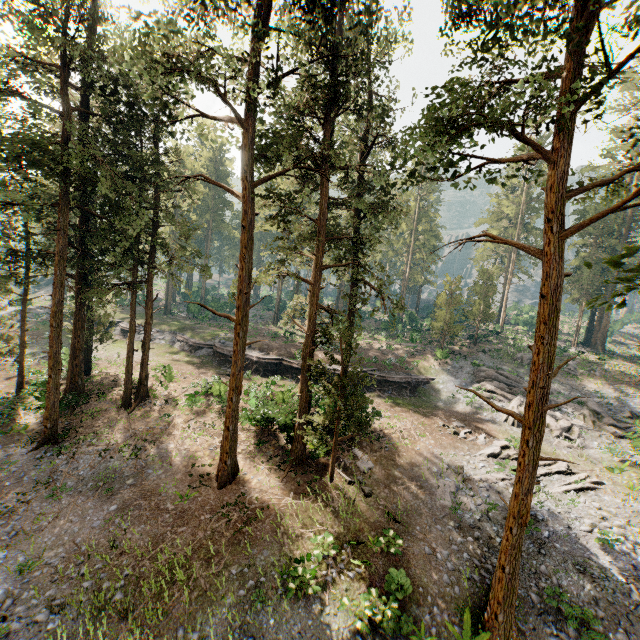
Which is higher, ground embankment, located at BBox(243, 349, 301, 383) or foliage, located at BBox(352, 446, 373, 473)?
ground embankment, located at BBox(243, 349, 301, 383)

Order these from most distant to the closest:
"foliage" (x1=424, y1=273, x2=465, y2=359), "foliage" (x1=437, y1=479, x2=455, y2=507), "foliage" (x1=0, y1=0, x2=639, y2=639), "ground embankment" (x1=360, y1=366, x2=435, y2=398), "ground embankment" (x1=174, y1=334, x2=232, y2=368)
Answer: "foliage" (x1=424, y1=273, x2=465, y2=359) → "ground embankment" (x1=174, y1=334, x2=232, y2=368) → "ground embankment" (x1=360, y1=366, x2=435, y2=398) → "foliage" (x1=437, y1=479, x2=455, y2=507) → "foliage" (x1=0, y1=0, x2=639, y2=639)

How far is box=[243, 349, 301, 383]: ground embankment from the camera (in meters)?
32.03

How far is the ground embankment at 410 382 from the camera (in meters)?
31.84

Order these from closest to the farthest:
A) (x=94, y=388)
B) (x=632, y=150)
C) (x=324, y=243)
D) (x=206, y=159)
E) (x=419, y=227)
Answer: (x=324, y=243) < (x=94, y=388) < (x=632, y=150) < (x=206, y=159) < (x=419, y=227)

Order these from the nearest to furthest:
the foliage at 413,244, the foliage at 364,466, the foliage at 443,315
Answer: the foliage at 413,244 < the foliage at 364,466 < the foliage at 443,315

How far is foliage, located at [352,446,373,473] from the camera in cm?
1941
